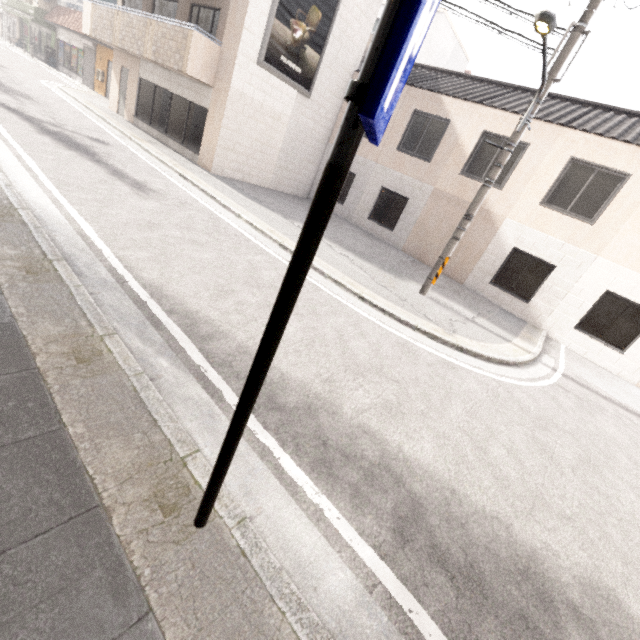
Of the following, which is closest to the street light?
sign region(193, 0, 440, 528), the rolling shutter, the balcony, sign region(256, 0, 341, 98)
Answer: sign region(193, 0, 440, 528)

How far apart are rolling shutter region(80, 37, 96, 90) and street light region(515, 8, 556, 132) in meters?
27.0 m

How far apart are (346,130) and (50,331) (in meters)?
3.11

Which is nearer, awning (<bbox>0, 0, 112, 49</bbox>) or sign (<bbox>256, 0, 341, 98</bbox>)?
sign (<bbox>256, 0, 341, 98</bbox>)

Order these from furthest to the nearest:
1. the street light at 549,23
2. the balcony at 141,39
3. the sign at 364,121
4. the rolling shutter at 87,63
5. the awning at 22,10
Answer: the rolling shutter at 87,63 → the awning at 22,10 → the balcony at 141,39 → the street light at 549,23 → the sign at 364,121

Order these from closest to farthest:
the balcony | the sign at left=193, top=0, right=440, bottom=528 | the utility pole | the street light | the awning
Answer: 1. the sign at left=193, top=0, right=440, bottom=528
2. the street light
3. the utility pole
4. the balcony
5. the awning

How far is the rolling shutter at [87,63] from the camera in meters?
21.0 m

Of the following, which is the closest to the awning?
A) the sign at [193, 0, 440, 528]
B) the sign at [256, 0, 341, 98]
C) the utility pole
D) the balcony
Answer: the balcony
